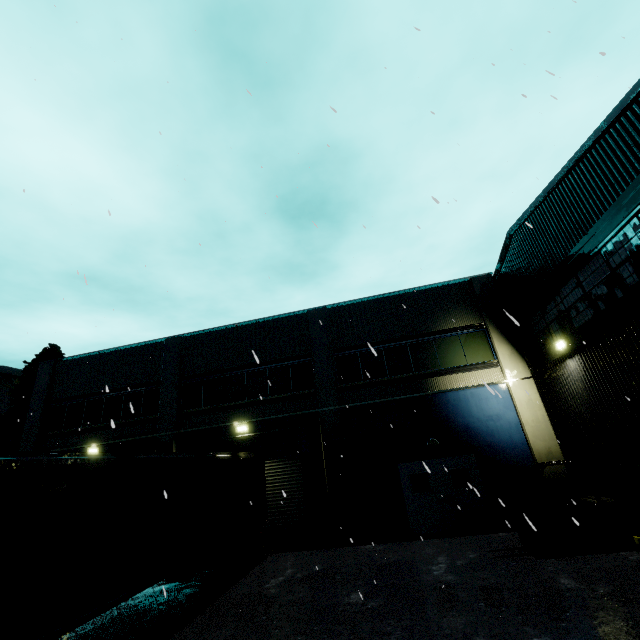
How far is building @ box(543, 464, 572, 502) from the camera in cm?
1141

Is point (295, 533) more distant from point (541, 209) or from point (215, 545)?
point (541, 209)

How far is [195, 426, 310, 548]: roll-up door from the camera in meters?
13.1

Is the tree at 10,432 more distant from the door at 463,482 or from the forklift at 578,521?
the forklift at 578,521

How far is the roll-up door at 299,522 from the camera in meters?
13.1 m

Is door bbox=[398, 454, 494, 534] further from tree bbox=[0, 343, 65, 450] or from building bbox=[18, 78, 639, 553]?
tree bbox=[0, 343, 65, 450]

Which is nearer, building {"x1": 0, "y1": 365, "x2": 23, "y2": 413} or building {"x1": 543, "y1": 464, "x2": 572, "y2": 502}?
building {"x1": 543, "y1": 464, "x2": 572, "y2": 502}

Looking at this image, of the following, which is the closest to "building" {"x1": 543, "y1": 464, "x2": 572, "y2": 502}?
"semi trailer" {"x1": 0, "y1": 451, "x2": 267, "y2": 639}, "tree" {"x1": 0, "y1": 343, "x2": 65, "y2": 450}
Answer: "semi trailer" {"x1": 0, "y1": 451, "x2": 267, "y2": 639}
